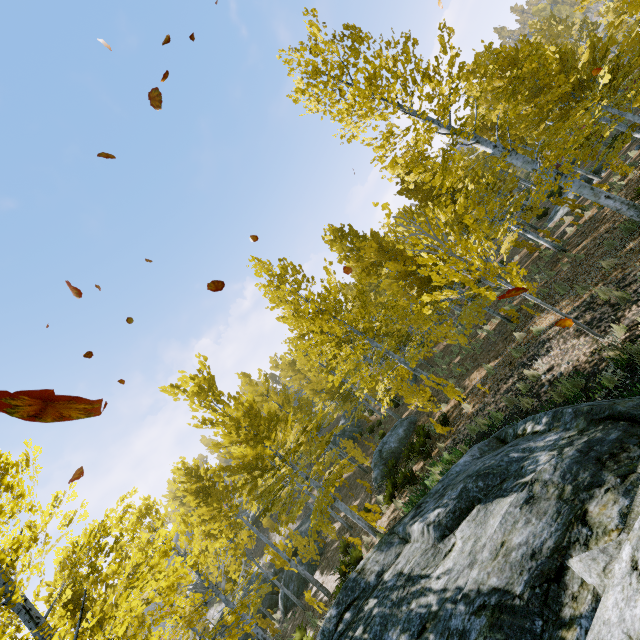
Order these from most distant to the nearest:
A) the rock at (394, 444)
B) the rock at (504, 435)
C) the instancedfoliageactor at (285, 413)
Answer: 1. the rock at (394, 444)
2. the instancedfoliageactor at (285, 413)
3. the rock at (504, 435)

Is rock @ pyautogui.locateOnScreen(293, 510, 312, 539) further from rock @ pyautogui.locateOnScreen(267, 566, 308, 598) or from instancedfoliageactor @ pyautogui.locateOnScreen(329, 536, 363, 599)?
instancedfoliageactor @ pyautogui.locateOnScreen(329, 536, 363, 599)

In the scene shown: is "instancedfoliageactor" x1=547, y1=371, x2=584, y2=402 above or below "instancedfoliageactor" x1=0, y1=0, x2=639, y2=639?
below

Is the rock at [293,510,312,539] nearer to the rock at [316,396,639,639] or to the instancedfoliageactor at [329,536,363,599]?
the instancedfoliageactor at [329,536,363,599]

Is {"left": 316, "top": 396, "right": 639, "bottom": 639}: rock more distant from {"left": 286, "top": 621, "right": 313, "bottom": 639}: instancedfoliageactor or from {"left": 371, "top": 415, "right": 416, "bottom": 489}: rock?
{"left": 371, "top": 415, "right": 416, "bottom": 489}: rock

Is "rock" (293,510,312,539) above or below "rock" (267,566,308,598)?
above

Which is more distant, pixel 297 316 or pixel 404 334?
pixel 404 334

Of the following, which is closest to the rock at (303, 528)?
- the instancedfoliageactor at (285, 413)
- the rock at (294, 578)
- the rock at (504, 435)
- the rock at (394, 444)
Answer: the rock at (294, 578)
